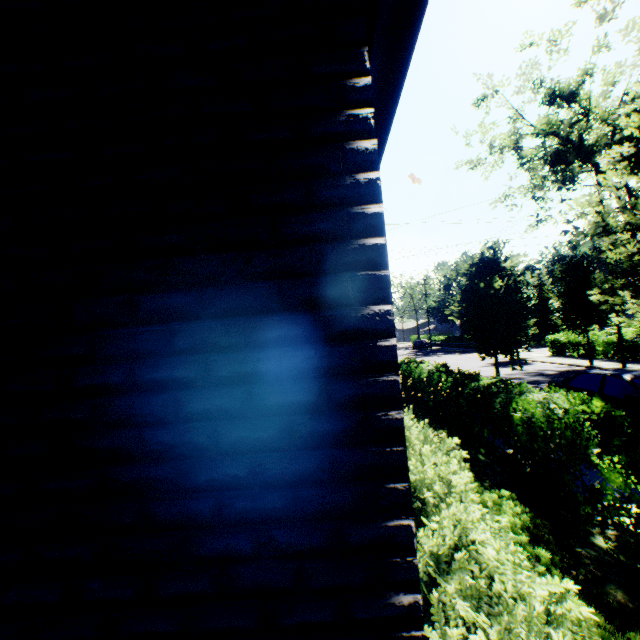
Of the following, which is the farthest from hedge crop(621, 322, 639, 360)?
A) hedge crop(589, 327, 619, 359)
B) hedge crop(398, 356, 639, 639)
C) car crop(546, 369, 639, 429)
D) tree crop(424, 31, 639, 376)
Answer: hedge crop(398, 356, 639, 639)

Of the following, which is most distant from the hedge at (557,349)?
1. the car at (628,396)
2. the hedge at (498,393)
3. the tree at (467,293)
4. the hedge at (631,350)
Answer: the hedge at (631,350)

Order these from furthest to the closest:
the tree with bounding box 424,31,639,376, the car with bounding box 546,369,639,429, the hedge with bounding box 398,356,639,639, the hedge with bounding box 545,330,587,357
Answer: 1. the hedge with bounding box 545,330,587,357
2. the car with bounding box 546,369,639,429
3. the tree with bounding box 424,31,639,376
4. the hedge with bounding box 398,356,639,639

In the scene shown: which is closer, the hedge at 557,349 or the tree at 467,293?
the tree at 467,293

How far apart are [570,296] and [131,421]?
→ 25.5m

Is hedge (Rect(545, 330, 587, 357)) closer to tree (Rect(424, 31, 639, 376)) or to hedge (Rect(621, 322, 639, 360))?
tree (Rect(424, 31, 639, 376))

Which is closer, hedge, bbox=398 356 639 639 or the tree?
hedge, bbox=398 356 639 639
